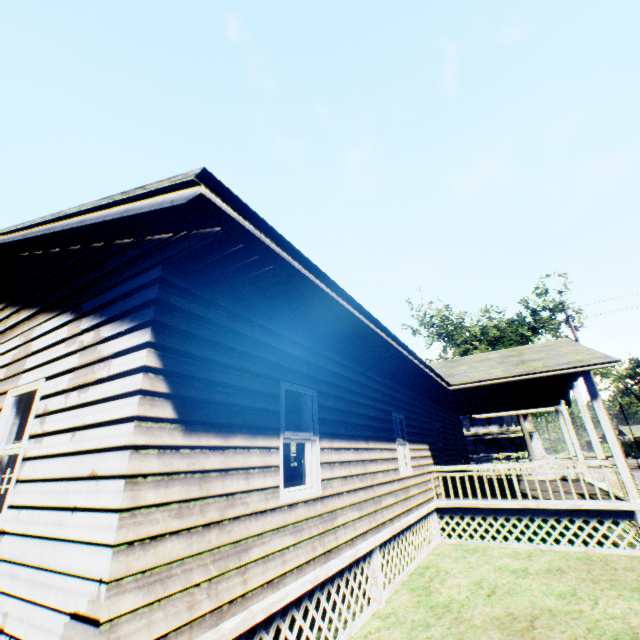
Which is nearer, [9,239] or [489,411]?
[9,239]
